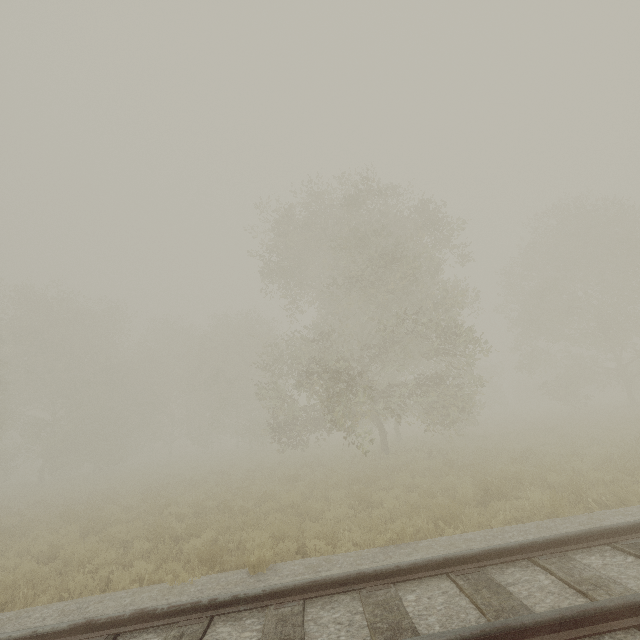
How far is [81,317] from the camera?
34.16m
